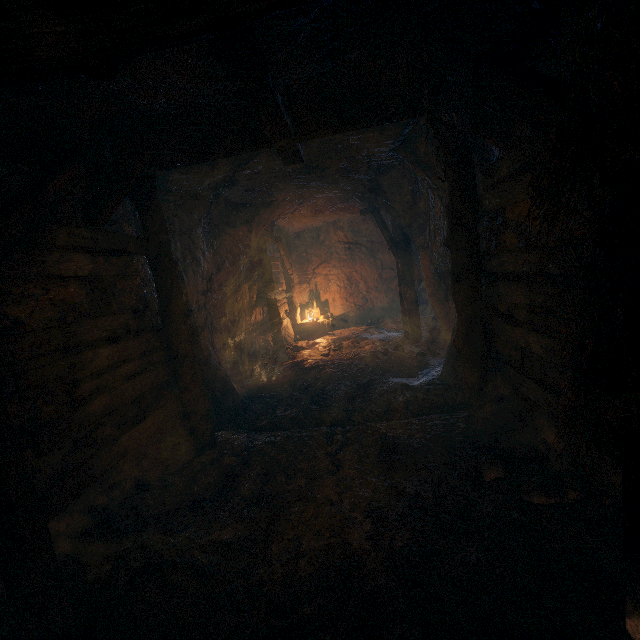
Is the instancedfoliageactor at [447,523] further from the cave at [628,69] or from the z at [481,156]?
the z at [481,156]

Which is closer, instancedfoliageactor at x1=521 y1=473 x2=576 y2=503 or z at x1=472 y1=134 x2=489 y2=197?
instancedfoliageactor at x1=521 y1=473 x2=576 y2=503

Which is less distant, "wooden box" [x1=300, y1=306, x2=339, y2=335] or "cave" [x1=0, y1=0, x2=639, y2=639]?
"cave" [x1=0, y1=0, x2=639, y2=639]

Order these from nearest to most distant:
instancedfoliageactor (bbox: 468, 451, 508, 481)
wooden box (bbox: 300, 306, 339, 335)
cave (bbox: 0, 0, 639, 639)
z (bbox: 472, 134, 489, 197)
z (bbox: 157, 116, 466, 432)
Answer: cave (bbox: 0, 0, 639, 639) → instancedfoliageactor (bbox: 468, 451, 508, 481) → z (bbox: 472, 134, 489, 197) → z (bbox: 157, 116, 466, 432) → wooden box (bbox: 300, 306, 339, 335)

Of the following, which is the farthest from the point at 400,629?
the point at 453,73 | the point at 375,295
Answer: the point at 375,295

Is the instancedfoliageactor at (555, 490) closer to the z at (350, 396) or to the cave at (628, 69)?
the cave at (628, 69)

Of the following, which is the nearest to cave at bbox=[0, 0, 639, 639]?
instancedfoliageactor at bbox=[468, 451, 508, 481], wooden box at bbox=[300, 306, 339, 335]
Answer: instancedfoliageactor at bbox=[468, 451, 508, 481]

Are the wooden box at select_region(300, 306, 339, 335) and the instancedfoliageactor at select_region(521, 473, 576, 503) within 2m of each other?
no
